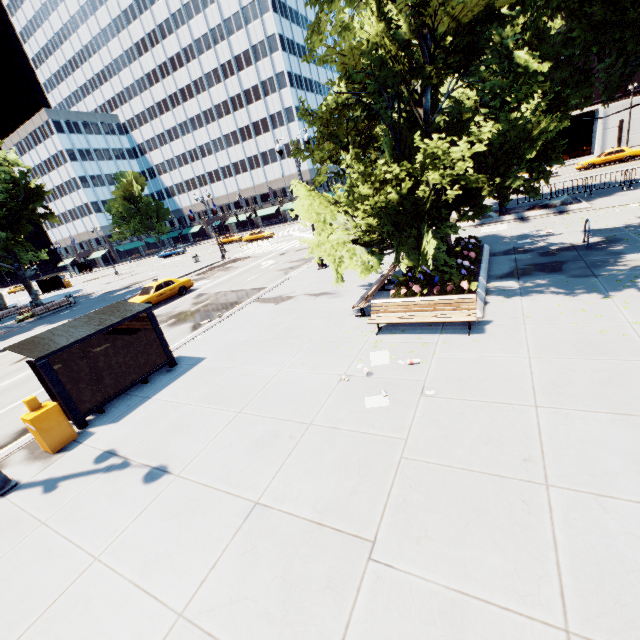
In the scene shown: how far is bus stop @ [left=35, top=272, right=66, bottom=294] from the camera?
48.4m

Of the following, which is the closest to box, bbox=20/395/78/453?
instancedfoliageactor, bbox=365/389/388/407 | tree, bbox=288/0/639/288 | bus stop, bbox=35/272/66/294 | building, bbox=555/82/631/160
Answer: instancedfoliageactor, bbox=365/389/388/407

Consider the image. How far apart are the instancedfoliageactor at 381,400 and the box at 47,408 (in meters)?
7.54

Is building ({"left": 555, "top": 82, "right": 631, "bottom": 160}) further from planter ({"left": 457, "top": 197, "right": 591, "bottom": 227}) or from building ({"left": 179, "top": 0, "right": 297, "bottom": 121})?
planter ({"left": 457, "top": 197, "right": 591, "bottom": 227})

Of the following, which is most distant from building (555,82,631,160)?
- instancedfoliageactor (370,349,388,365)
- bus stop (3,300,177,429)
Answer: bus stop (3,300,177,429)

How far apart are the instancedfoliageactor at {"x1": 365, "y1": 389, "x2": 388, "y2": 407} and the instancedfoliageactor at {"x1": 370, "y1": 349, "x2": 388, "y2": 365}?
1.1 meters

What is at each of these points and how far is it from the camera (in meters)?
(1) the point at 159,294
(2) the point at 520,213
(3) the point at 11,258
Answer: (1) vehicle, 21.55
(2) planter, 19.53
(3) tree, 26.64

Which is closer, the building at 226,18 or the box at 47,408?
the box at 47,408
